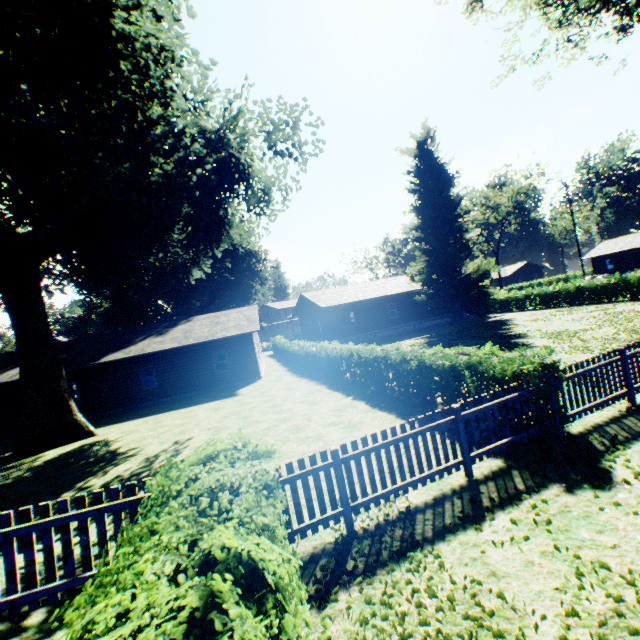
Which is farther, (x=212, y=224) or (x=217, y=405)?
(x=212, y=224)

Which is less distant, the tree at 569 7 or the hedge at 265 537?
the hedge at 265 537

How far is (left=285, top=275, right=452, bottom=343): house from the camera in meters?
32.5

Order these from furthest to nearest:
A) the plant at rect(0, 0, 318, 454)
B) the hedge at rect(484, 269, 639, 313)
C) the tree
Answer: the hedge at rect(484, 269, 639, 313) < the tree < the plant at rect(0, 0, 318, 454)

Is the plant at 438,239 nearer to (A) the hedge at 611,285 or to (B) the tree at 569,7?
(B) the tree at 569,7

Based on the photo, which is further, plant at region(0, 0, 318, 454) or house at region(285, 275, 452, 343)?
house at region(285, 275, 452, 343)

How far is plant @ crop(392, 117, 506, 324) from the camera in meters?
30.5 m

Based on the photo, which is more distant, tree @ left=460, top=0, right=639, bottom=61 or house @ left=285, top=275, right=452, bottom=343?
house @ left=285, top=275, right=452, bottom=343
